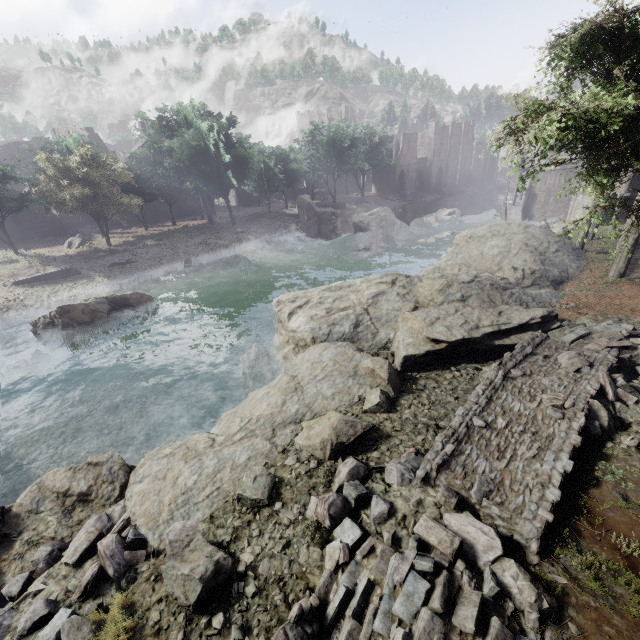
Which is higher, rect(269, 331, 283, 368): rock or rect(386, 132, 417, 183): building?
rect(386, 132, 417, 183): building

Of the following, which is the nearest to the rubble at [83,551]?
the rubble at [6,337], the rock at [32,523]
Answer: the rock at [32,523]

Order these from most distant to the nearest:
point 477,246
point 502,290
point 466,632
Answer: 1. point 477,246
2. point 502,290
3. point 466,632

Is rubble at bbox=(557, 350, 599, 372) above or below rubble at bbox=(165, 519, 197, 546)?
above

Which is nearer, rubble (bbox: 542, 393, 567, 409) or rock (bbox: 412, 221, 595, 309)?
rubble (bbox: 542, 393, 567, 409)

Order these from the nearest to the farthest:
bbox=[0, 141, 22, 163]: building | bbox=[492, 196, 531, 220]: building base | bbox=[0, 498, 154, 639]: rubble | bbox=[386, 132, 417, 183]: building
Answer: bbox=[0, 498, 154, 639]: rubble
bbox=[492, 196, 531, 220]: building base
bbox=[386, 132, 417, 183]: building
bbox=[0, 141, 22, 163]: building

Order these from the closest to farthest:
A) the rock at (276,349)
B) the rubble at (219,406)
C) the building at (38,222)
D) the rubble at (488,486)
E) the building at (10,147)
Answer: the rubble at (488,486) → the rubble at (219,406) → the rock at (276,349) → the building at (38,222) → the building at (10,147)

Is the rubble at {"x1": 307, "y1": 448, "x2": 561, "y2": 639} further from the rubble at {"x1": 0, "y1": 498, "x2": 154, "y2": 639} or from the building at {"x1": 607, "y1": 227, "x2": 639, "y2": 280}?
the building at {"x1": 607, "y1": 227, "x2": 639, "y2": 280}
